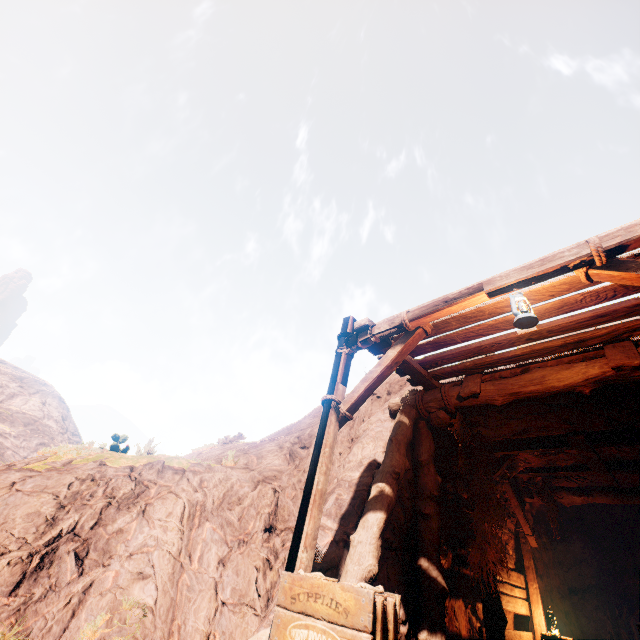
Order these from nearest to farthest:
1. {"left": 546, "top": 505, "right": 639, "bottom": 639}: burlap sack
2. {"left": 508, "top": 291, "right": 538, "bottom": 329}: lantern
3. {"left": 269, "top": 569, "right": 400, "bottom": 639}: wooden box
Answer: {"left": 269, "top": 569, "right": 400, "bottom": 639}: wooden box → {"left": 508, "top": 291, "right": 538, "bottom": 329}: lantern → {"left": 546, "top": 505, "right": 639, "bottom": 639}: burlap sack

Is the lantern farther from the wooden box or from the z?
the wooden box

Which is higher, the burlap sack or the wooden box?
the burlap sack

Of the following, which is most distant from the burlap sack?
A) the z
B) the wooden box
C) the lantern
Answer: the lantern

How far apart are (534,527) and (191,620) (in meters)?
10.73

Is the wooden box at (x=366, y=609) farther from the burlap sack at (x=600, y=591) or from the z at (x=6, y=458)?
the burlap sack at (x=600, y=591)

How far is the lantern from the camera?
3.47m

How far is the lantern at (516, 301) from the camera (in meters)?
3.47
